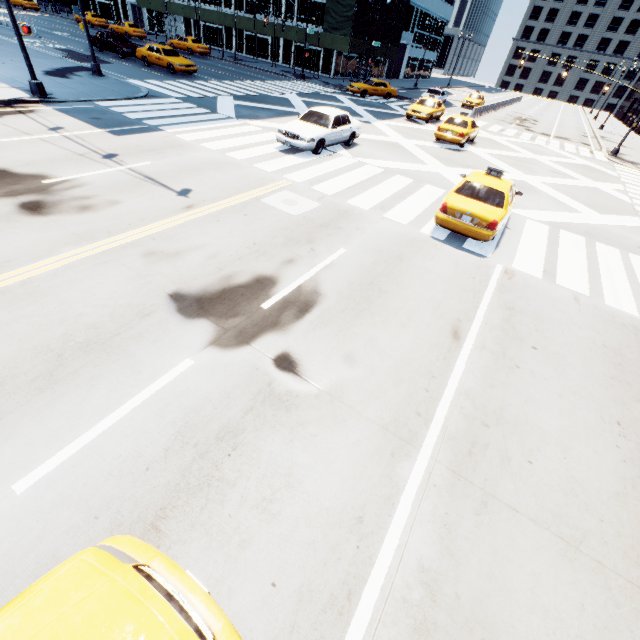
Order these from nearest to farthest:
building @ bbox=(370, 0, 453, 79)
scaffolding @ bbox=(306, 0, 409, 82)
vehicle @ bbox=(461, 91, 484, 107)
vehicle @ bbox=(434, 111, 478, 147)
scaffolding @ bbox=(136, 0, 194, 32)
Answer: vehicle @ bbox=(434, 111, 478, 147) < scaffolding @ bbox=(306, 0, 409, 82) < vehicle @ bbox=(461, 91, 484, 107) < scaffolding @ bbox=(136, 0, 194, 32) < building @ bbox=(370, 0, 453, 79)

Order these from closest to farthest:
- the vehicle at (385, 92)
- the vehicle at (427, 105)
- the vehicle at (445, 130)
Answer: the vehicle at (445, 130) → the vehicle at (427, 105) → the vehicle at (385, 92)

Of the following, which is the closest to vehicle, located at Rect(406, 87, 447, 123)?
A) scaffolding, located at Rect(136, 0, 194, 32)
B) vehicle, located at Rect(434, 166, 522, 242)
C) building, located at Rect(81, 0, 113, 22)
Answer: scaffolding, located at Rect(136, 0, 194, 32)

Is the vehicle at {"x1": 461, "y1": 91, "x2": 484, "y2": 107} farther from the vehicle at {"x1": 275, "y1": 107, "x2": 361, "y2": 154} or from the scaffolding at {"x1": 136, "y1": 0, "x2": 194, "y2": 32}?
the vehicle at {"x1": 275, "y1": 107, "x2": 361, "y2": 154}

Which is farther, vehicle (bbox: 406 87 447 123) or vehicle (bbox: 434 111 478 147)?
vehicle (bbox: 406 87 447 123)

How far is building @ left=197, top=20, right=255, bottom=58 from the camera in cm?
4250

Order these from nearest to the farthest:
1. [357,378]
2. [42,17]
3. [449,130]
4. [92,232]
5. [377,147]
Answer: [357,378] < [92,232] < [377,147] < [449,130] < [42,17]

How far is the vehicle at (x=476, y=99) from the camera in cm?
3719
